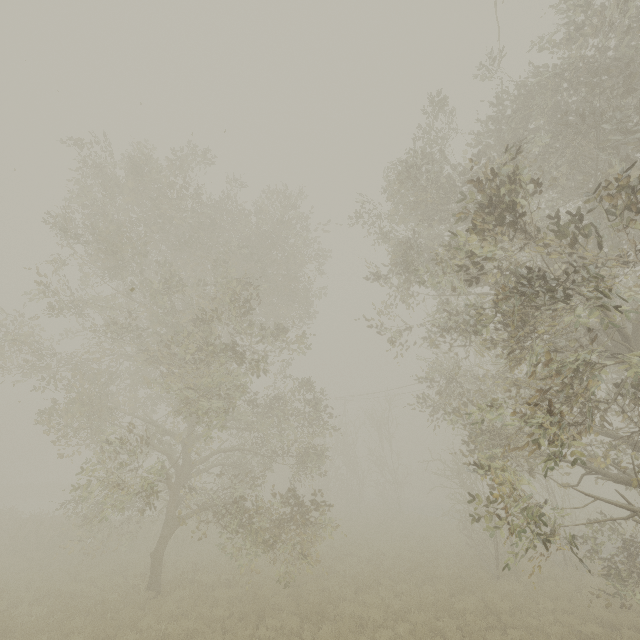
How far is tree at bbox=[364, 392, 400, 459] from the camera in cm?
2859

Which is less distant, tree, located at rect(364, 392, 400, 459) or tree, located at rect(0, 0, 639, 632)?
tree, located at rect(0, 0, 639, 632)

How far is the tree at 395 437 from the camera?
28.6m

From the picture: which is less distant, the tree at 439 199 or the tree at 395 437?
the tree at 439 199

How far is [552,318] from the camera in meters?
7.0 m
